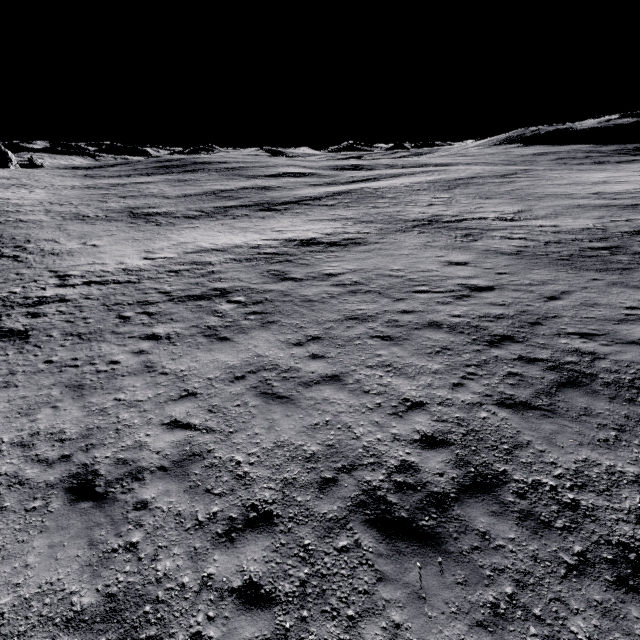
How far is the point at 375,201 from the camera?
32.4m
